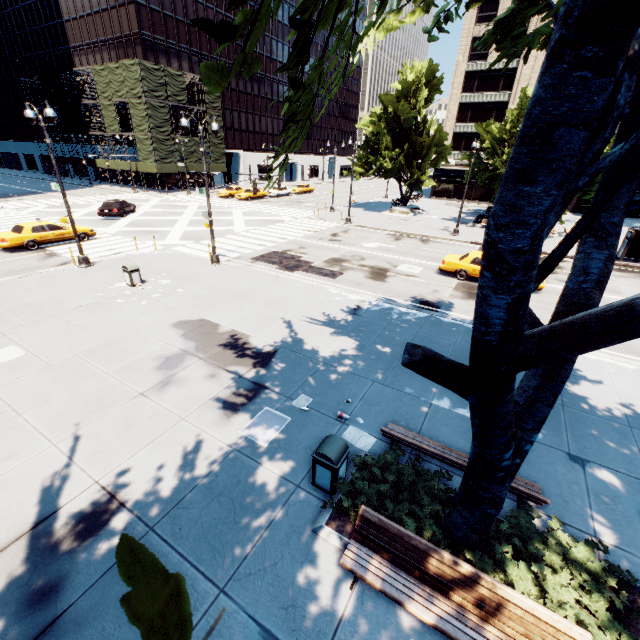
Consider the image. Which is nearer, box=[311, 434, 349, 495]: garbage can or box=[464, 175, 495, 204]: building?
box=[311, 434, 349, 495]: garbage can

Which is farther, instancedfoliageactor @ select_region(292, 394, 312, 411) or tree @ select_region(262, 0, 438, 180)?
instancedfoliageactor @ select_region(292, 394, 312, 411)

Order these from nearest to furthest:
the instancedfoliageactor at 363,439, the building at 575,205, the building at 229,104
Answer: the instancedfoliageactor at 363,439 < the building at 575,205 < the building at 229,104

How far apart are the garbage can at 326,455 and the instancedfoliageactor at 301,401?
1.64m

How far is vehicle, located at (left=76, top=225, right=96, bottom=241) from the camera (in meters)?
21.84

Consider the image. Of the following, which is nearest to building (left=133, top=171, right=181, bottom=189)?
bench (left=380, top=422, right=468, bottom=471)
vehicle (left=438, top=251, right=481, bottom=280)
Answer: vehicle (left=438, top=251, right=481, bottom=280)

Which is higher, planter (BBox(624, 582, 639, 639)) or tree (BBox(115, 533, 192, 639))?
tree (BBox(115, 533, 192, 639))

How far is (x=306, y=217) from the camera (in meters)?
34.69
